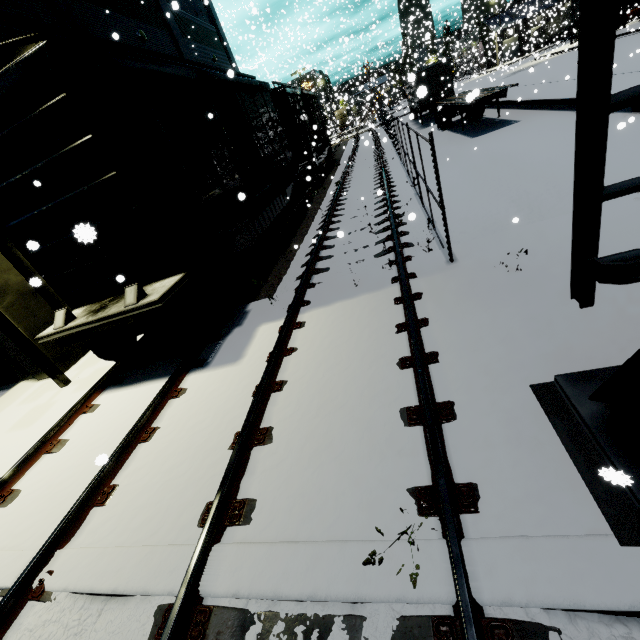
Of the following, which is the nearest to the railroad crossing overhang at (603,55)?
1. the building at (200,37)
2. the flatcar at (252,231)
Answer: the building at (200,37)

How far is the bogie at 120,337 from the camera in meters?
5.9

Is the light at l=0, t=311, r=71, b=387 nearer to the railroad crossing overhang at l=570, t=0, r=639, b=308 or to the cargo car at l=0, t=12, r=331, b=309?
the cargo car at l=0, t=12, r=331, b=309

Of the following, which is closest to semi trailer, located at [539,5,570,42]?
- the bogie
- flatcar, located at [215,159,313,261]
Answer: flatcar, located at [215,159,313,261]

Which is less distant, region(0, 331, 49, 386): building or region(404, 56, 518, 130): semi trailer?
region(0, 331, 49, 386): building

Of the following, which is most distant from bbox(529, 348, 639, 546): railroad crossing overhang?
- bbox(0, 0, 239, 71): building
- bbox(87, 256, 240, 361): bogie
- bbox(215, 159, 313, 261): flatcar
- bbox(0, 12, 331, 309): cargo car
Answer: bbox(87, 256, 240, 361): bogie

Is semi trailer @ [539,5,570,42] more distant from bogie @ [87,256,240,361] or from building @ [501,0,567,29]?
bogie @ [87,256,240,361]

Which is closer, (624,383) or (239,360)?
(624,383)
